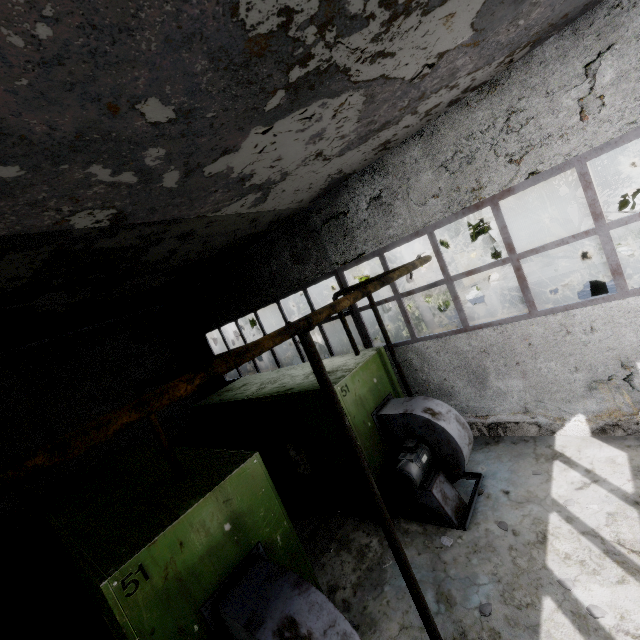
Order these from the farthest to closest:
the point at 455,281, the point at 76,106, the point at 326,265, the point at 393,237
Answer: the point at 455,281 → the point at 326,265 → the point at 393,237 → the point at 76,106

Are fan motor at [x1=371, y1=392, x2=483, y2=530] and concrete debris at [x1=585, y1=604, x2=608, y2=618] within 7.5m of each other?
yes

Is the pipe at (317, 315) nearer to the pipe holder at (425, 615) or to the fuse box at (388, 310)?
the pipe holder at (425, 615)

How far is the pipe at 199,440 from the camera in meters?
12.3

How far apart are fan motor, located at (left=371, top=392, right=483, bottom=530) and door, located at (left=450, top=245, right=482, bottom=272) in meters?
22.2

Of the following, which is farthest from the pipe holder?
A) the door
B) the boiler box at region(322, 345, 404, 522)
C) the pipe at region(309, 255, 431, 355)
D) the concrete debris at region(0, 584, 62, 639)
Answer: the door

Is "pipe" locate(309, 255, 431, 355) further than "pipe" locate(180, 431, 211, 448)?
No

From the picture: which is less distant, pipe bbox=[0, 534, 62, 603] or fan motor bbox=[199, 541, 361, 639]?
fan motor bbox=[199, 541, 361, 639]
